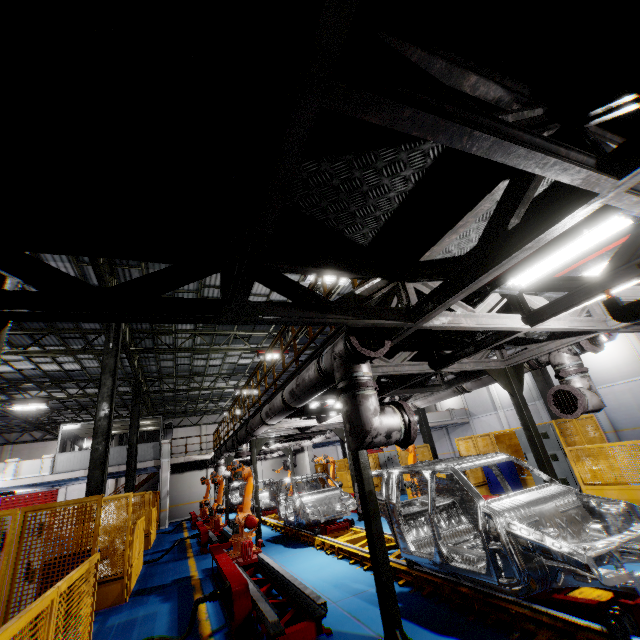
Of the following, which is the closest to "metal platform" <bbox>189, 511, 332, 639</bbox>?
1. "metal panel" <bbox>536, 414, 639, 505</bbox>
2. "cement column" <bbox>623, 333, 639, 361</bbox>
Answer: "metal panel" <bbox>536, 414, 639, 505</bbox>

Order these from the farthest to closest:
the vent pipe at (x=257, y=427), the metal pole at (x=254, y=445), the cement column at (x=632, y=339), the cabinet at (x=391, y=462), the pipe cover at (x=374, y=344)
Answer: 1. the cement column at (x=632, y=339)
2. the cabinet at (x=391, y=462)
3. the metal pole at (x=254, y=445)
4. the vent pipe at (x=257, y=427)
5. the pipe cover at (x=374, y=344)

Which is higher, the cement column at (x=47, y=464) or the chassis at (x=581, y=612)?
the cement column at (x=47, y=464)

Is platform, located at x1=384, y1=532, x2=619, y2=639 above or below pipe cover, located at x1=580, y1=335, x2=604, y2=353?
below

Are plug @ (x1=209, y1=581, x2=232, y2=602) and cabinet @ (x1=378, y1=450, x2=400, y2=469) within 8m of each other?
no

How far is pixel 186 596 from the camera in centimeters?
701cm

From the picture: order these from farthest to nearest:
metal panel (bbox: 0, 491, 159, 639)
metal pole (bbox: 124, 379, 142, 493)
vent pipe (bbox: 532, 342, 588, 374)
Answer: metal pole (bbox: 124, 379, 142, 493) → vent pipe (bbox: 532, 342, 588, 374) → metal panel (bbox: 0, 491, 159, 639)

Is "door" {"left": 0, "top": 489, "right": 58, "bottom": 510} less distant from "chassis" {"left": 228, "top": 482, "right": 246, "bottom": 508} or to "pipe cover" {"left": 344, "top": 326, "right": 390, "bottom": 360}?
"chassis" {"left": 228, "top": 482, "right": 246, "bottom": 508}
